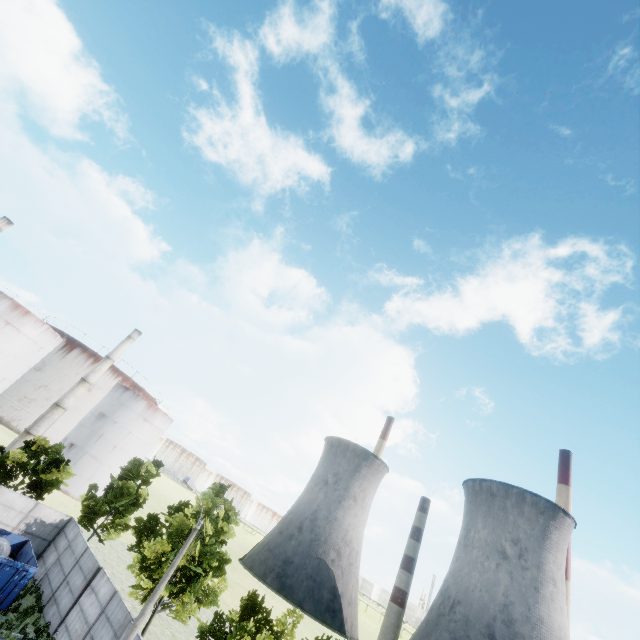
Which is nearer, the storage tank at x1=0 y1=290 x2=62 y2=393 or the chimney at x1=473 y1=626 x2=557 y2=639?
the storage tank at x1=0 y1=290 x2=62 y2=393

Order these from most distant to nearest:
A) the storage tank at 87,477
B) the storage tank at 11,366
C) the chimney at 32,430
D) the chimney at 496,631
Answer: the chimney at 496,631
the storage tank at 87,477
the chimney at 32,430
the storage tank at 11,366

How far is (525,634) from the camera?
59.1m

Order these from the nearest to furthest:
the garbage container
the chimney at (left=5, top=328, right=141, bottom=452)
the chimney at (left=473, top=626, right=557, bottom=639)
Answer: the garbage container, the chimney at (left=5, top=328, right=141, bottom=452), the chimney at (left=473, top=626, right=557, bottom=639)

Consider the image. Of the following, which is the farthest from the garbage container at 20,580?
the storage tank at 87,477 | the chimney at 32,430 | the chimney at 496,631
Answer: the chimney at 496,631

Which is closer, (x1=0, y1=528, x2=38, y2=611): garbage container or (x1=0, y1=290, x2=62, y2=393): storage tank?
(x1=0, y1=528, x2=38, y2=611): garbage container

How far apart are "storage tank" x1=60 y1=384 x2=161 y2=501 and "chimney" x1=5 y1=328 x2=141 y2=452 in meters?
5.8 m

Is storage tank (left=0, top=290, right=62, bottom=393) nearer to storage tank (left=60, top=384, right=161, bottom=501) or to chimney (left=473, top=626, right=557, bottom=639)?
storage tank (left=60, top=384, right=161, bottom=501)
